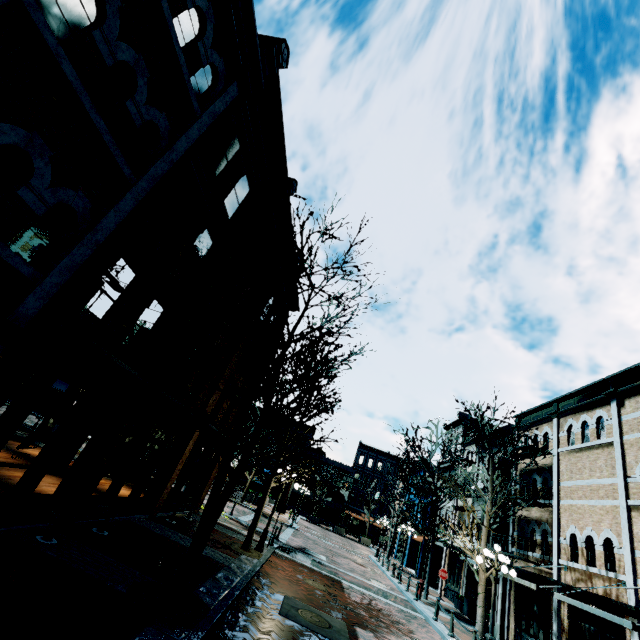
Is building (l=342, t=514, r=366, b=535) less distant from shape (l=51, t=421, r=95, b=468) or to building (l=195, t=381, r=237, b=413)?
building (l=195, t=381, r=237, b=413)

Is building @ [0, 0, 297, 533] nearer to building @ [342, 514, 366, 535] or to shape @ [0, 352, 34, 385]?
shape @ [0, 352, 34, 385]

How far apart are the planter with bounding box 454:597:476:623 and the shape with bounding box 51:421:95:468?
22.80m

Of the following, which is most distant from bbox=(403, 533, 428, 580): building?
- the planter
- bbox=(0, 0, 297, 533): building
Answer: bbox=(0, 0, 297, 533): building

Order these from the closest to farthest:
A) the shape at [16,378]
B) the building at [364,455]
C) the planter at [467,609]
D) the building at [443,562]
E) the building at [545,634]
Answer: the shape at [16,378]
the building at [545,634]
the planter at [467,609]
the building at [443,562]
the building at [364,455]

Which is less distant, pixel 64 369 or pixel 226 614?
pixel 64 369

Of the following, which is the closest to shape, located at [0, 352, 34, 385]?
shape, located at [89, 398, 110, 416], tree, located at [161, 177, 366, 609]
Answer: shape, located at [89, 398, 110, 416]

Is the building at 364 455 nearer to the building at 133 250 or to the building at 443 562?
the building at 443 562
